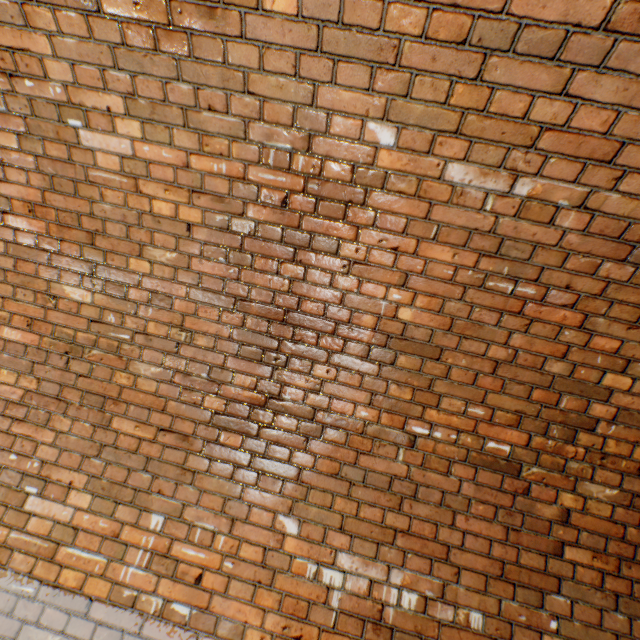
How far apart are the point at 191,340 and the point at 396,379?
1.3 meters
